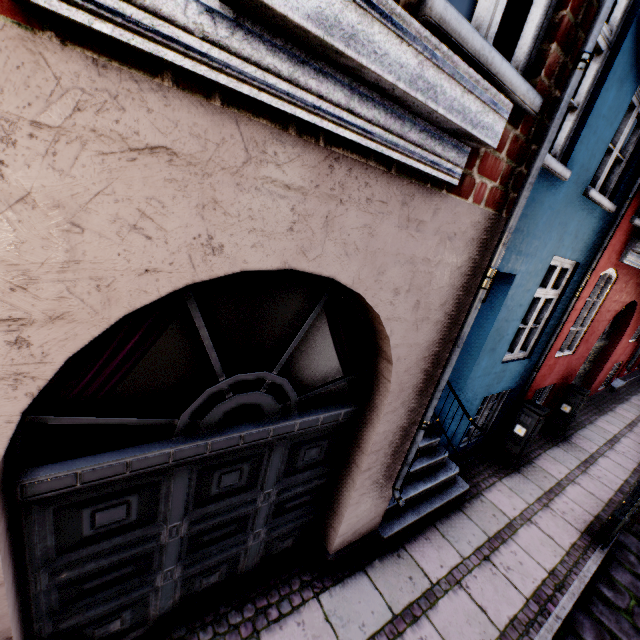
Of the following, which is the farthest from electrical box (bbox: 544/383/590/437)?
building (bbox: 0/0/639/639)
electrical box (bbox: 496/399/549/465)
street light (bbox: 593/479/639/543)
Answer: street light (bbox: 593/479/639/543)

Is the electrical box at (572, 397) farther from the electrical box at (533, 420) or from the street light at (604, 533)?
the street light at (604, 533)

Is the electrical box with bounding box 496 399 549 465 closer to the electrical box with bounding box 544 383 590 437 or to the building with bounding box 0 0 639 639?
the building with bounding box 0 0 639 639

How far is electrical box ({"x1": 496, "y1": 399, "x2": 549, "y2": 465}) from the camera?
5.8 meters

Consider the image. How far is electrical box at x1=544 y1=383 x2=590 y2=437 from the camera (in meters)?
7.21

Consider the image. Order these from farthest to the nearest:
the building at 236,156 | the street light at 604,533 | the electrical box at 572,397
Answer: the electrical box at 572,397 < the street light at 604,533 < the building at 236,156

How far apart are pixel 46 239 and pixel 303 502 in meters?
3.1

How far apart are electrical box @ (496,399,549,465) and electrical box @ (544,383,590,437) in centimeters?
209cm
